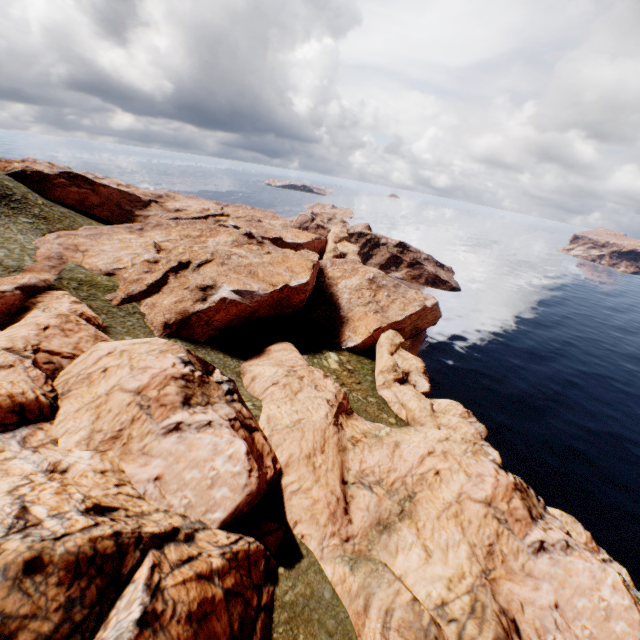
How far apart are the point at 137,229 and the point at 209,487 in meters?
54.6

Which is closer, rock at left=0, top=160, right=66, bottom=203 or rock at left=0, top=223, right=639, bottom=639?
rock at left=0, top=223, right=639, bottom=639

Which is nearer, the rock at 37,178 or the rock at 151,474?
the rock at 151,474
